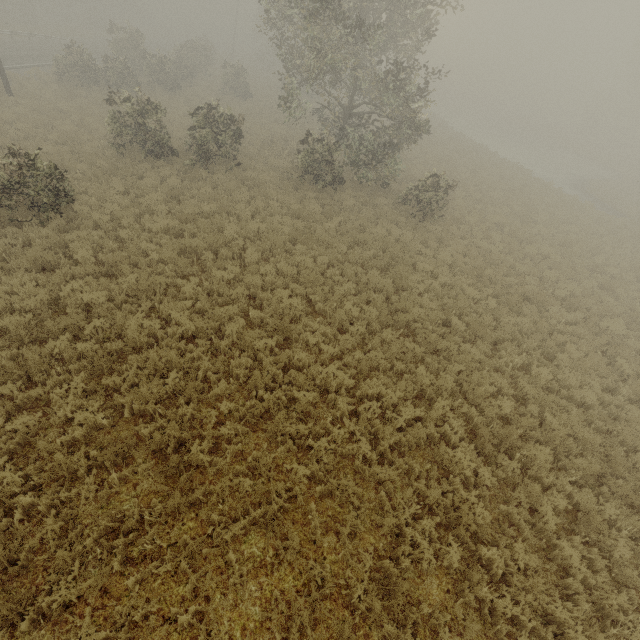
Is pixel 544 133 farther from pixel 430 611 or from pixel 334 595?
pixel 334 595
